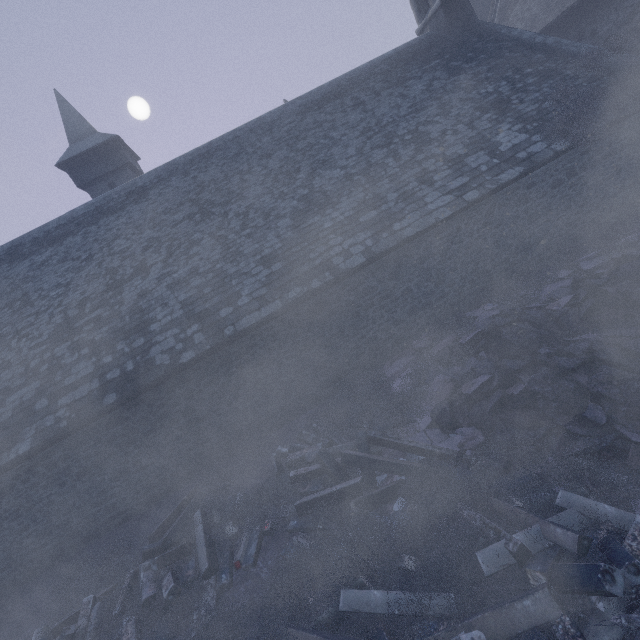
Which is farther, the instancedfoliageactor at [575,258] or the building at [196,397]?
the building at [196,397]

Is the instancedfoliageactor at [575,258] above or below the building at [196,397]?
below

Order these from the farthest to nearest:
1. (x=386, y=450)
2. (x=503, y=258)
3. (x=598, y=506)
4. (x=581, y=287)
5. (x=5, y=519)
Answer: (x=503, y=258) → (x=5, y=519) → (x=581, y=287) → (x=386, y=450) → (x=598, y=506)

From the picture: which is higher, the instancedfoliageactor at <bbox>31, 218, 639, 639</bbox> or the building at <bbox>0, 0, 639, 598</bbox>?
the building at <bbox>0, 0, 639, 598</bbox>

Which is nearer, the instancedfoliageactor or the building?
the instancedfoliageactor
